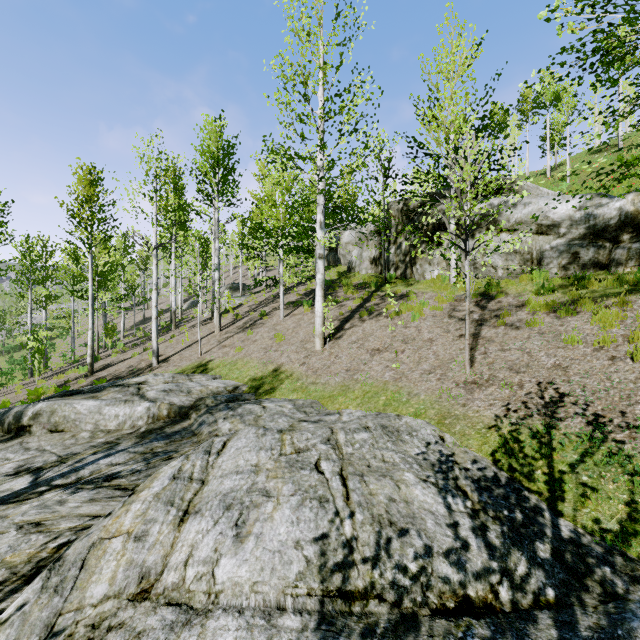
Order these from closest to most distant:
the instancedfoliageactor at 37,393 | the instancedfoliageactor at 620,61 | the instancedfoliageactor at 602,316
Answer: the instancedfoliageactor at 620,61
the instancedfoliageactor at 602,316
the instancedfoliageactor at 37,393

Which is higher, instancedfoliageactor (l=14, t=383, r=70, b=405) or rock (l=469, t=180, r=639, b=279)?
rock (l=469, t=180, r=639, b=279)

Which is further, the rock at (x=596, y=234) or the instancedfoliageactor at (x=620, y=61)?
the rock at (x=596, y=234)

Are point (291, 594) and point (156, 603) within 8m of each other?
yes

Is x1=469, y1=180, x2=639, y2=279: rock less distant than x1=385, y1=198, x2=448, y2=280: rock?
Yes

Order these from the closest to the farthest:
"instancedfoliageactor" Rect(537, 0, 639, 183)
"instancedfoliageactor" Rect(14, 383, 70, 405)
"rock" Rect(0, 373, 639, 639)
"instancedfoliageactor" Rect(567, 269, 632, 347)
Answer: "rock" Rect(0, 373, 639, 639)
"instancedfoliageactor" Rect(537, 0, 639, 183)
"instancedfoliageactor" Rect(567, 269, 632, 347)
"instancedfoliageactor" Rect(14, 383, 70, 405)

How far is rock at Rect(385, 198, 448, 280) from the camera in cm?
1253
